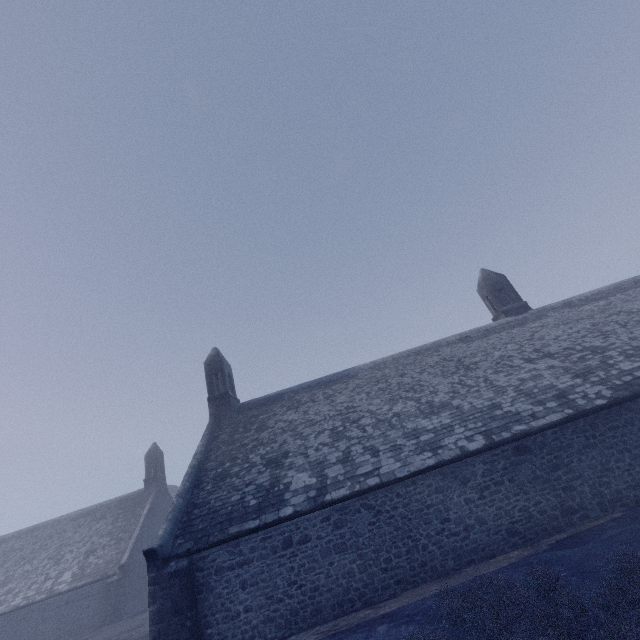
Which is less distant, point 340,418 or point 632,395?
point 632,395
